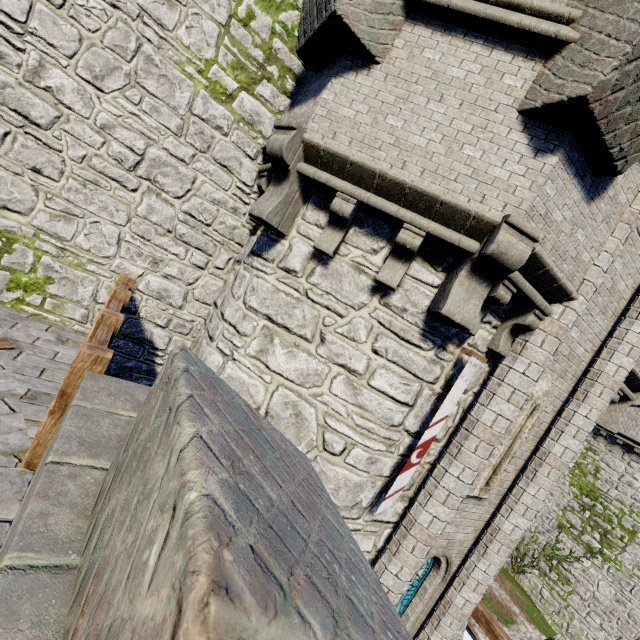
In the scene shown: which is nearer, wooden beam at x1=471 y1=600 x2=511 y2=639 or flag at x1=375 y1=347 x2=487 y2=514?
flag at x1=375 y1=347 x2=487 y2=514

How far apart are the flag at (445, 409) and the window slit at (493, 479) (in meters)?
1.86

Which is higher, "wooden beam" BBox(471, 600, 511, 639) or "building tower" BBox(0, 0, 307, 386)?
"building tower" BBox(0, 0, 307, 386)

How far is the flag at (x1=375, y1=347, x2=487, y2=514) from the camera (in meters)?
4.72

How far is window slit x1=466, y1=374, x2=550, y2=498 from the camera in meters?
6.1 m

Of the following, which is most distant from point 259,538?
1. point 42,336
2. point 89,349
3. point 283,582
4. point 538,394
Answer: point 538,394

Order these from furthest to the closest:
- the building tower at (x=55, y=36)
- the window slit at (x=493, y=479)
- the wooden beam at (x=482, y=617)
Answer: the wooden beam at (x=482, y=617) < the window slit at (x=493, y=479) < the building tower at (x=55, y=36)

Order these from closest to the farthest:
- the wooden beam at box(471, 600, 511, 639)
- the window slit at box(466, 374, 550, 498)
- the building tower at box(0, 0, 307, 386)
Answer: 1. the building tower at box(0, 0, 307, 386)
2. the window slit at box(466, 374, 550, 498)
3. the wooden beam at box(471, 600, 511, 639)
